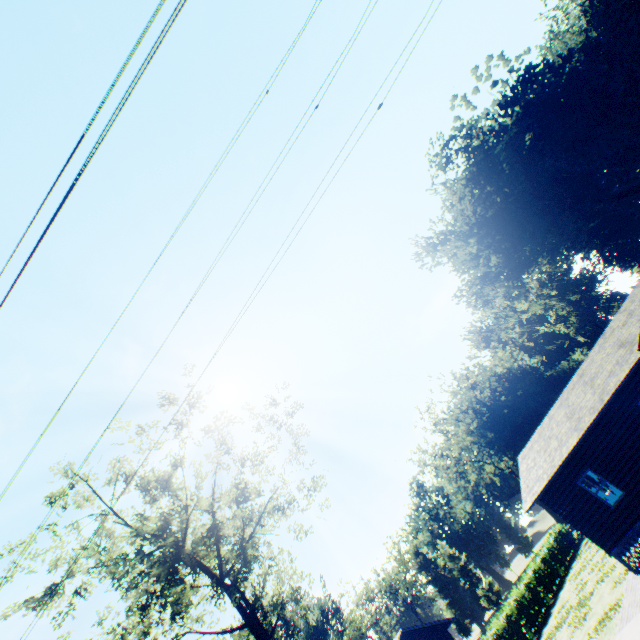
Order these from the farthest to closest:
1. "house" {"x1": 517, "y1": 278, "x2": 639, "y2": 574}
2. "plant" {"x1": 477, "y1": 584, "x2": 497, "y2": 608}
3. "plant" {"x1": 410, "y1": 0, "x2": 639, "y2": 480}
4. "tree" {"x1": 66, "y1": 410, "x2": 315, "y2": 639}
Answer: "plant" {"x1": 477, "y1": 584, "x2": 497, "y2": 608}, "plant" {"x1": 410, "y1": 0, "x2": 639, "y2": 480}, "tree" {"x1": 66, "y1": 410, "x2": 315, "y2": 639}, "house" {"x1": 517, "y1": 278, "x2": 639, "y2": 574}

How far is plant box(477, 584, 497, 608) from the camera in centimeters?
5515cm

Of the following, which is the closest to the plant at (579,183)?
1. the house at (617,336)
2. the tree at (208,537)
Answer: the tree at (208,537)

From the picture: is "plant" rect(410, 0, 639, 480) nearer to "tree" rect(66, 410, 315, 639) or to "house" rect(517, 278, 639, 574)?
"tree" rect(66, 410, 315, 639)

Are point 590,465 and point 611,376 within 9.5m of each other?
yes

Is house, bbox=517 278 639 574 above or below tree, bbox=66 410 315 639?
below

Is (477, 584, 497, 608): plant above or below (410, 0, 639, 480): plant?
below
